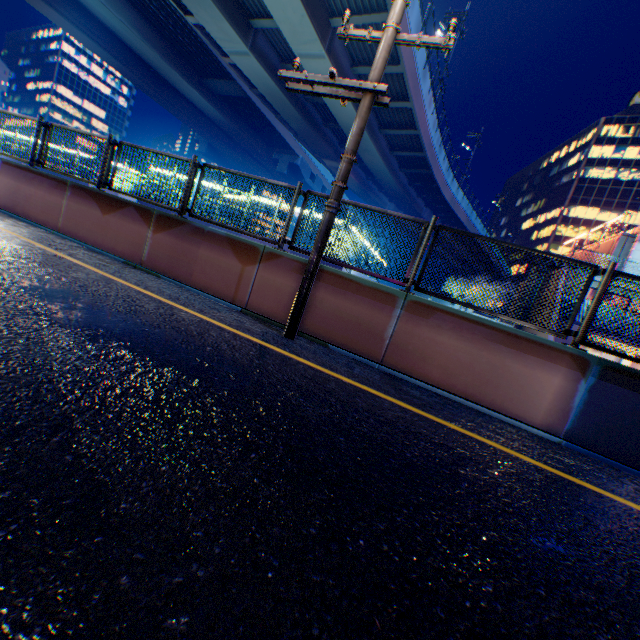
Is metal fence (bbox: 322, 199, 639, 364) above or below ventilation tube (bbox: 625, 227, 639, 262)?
below

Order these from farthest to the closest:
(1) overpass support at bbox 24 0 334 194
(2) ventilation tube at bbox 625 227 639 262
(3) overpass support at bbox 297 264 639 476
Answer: (1) overpass support at bbox 24 0 334 194, (2) ventilation tube at bbox 625 227 639 262, (3) overpass support at bbox 297 264 639 476

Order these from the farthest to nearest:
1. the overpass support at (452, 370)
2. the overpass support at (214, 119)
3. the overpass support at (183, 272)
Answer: the overpass support at (214, 119)
the overpass support at (183, 272)
the overpass support at (452, 370)

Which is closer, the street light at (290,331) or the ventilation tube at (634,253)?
the street light at (290,331)

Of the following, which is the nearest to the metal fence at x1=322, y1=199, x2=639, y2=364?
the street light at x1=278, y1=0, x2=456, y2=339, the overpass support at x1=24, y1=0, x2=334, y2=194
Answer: the overpass support at x1=24, y1=0, x2=334, y2=194

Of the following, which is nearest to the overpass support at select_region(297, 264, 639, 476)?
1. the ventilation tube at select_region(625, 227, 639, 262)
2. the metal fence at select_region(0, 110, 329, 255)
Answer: the metal fence at select_region(0, 110, 329, 255)

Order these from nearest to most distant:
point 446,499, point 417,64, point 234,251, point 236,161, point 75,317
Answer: point 446,499 < point 75,317 < point 234,251 < point 417,64 < point 236,161
